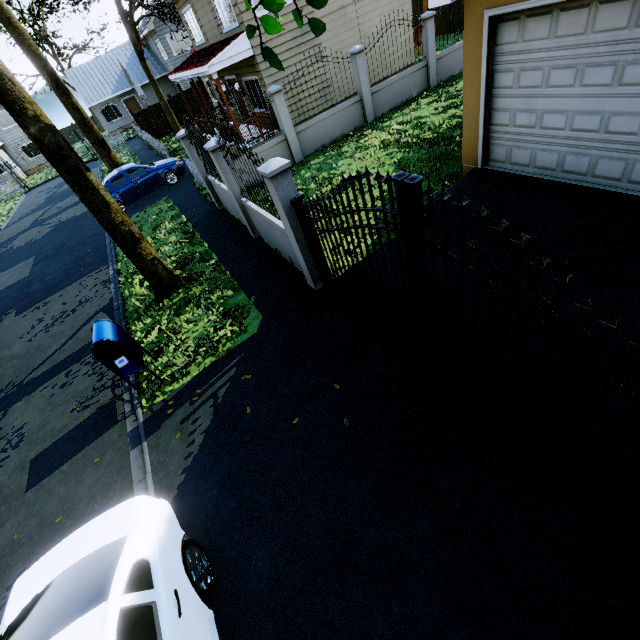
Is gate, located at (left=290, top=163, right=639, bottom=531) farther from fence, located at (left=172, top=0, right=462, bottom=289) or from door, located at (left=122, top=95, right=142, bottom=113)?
door, located at (left=122, top=95, right=142, bottom=113)

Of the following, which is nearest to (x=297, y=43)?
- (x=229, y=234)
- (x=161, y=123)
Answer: (x=229, y=234)

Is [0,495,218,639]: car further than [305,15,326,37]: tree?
Yes

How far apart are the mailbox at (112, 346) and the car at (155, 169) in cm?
1158

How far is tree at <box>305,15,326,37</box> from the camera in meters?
1.9 m

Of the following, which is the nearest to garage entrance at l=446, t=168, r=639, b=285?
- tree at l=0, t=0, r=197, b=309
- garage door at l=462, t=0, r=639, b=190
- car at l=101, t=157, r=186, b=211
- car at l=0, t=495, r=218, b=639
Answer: garage door at l=462, t=0, r=639, b=190

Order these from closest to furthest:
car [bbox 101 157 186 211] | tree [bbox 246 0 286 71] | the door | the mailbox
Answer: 1. tree [bbox 246 0 286 71]
2. the mailbox
3. car [bbox 101 157 186 211]
4. the door

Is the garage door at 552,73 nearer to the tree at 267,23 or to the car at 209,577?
the tree at 267,23
